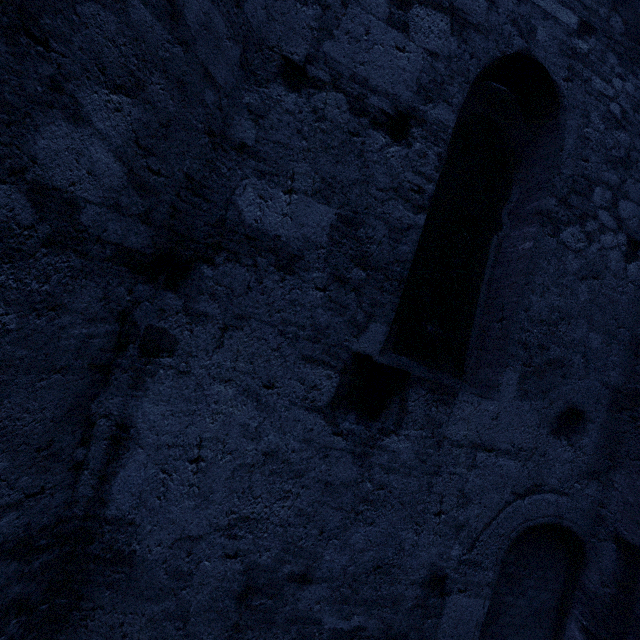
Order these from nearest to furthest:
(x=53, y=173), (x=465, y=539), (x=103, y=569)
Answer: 1. (x=53, y=173)
2. (x=103, y=569)
3. (x=465, y=539)
